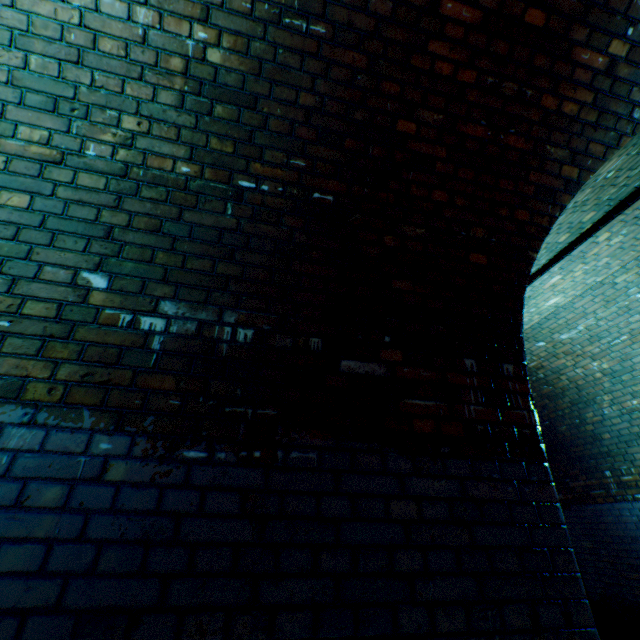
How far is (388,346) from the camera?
1.80m
